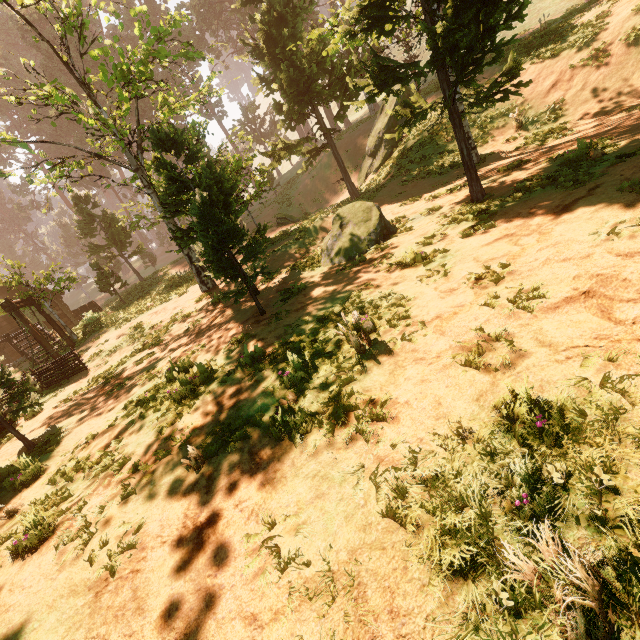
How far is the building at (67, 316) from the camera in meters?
27.1

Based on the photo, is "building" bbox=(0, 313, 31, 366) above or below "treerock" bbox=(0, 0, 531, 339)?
below

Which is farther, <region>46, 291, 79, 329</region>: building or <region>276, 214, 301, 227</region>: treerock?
<region>46, 291, 79, 329</region>: building

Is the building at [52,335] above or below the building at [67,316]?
above

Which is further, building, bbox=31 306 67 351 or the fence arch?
building, bbox=31 306 67 351

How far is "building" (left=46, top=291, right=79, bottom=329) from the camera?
27.1m

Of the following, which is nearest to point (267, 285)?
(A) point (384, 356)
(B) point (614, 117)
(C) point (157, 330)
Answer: (C) point (157, 330)
